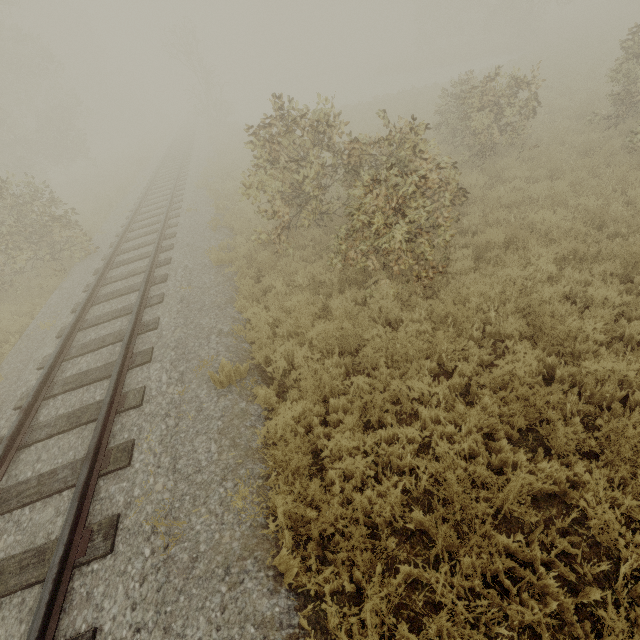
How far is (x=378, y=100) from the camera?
25.0 meters

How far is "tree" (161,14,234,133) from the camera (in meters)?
28.58

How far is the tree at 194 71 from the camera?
28.58m
